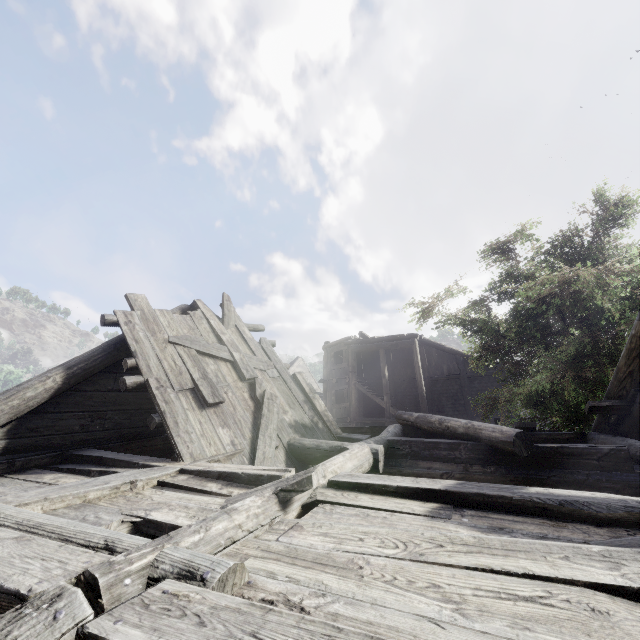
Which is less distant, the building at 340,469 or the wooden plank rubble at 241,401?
the building at 340,469

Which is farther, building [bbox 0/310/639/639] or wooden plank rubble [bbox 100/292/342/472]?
wooden plank rubble [bbox 100/292/342/472]

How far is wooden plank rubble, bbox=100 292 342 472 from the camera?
5.1 meters

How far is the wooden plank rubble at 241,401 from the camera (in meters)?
5.14

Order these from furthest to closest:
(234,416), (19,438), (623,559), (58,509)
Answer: (234,416), (19,438), (58,509), (623,559)
